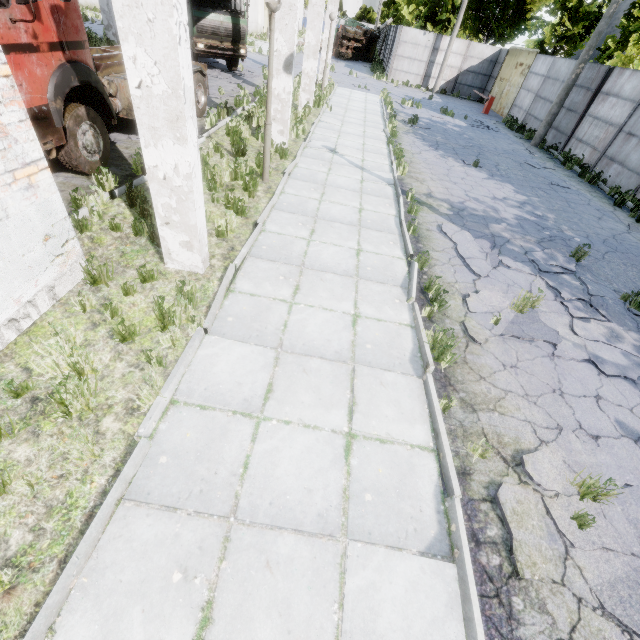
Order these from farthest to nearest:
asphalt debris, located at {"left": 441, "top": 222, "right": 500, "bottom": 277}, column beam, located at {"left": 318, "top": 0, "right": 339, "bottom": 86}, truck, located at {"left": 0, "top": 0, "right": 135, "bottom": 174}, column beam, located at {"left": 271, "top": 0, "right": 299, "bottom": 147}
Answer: column beam, located at {"left": 318, "top": 0, "right": 339, "bottom": 86}
column beam, located at {"left": 271, "top": 0, "right": 299, "bottom": 147}
asphalt debris, located at {"left": 441, "top": 222, "right": 500, "bottom": 277}
truck, located at {"left": 0, "top": 0, "right": 135, "bottom": 174}

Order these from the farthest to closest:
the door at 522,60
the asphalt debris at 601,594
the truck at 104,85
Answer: the door at 522,60
the truck at 104,85
the asphalt debris at 601,594

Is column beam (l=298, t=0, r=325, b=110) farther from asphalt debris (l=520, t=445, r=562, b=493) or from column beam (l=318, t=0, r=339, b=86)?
asphalt debris (l=520, t=445, r=562, b=493)

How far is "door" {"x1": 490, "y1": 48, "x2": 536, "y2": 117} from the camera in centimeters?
2217cm

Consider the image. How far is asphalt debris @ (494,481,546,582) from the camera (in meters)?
2.85

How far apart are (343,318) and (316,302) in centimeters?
52cm

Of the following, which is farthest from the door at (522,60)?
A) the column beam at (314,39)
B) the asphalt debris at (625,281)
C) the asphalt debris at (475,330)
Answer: the asphalt debris at (475,330)

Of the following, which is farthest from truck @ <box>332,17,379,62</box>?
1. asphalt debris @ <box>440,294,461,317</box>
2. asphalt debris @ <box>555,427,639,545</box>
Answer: asphalt debris @ <box>555,427,639,545</box>
